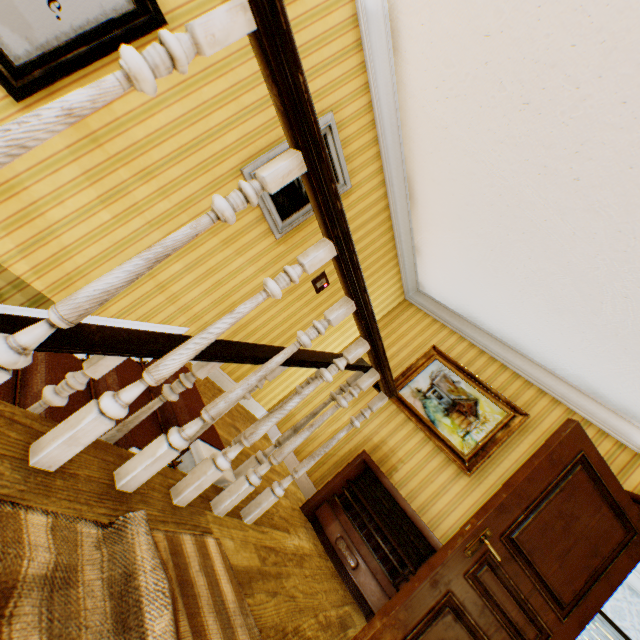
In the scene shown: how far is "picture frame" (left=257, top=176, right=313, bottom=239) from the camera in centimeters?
301cm

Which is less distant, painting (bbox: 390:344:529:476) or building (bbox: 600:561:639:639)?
painting (bbox: 390:344:529:476)

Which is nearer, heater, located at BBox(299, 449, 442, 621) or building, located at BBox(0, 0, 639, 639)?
building, located at BBox(0, 0, 639, 639)

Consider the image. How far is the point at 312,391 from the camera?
1.66m

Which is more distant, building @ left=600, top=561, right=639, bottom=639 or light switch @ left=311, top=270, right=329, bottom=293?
building @ left=600, top=561, right=639, bottom=639

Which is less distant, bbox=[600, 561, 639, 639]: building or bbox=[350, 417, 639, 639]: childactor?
bbox=[350, 417, 639, 639]: childactor

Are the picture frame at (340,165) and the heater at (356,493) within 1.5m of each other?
no

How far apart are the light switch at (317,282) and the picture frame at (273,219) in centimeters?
80cm
